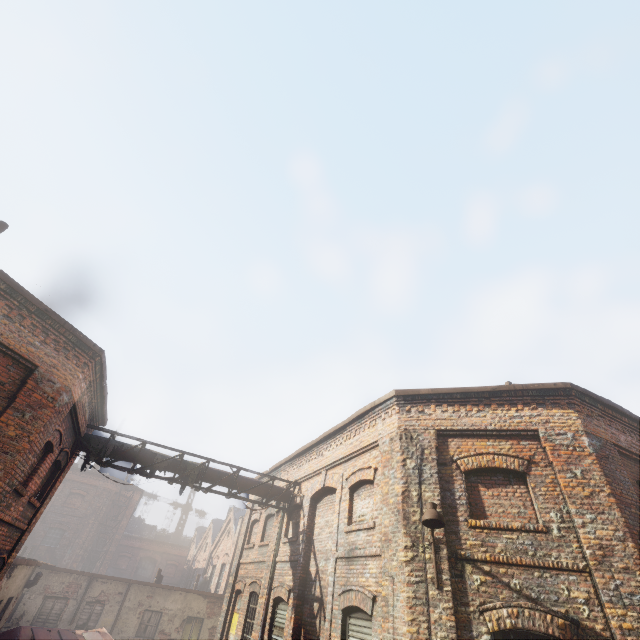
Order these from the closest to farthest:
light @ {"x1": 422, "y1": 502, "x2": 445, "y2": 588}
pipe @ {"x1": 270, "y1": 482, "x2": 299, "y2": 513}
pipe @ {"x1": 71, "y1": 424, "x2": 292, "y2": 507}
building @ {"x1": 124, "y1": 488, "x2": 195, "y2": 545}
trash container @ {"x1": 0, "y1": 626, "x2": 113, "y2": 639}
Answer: light @ {"x1": 422, "y1": 502, "x2": 445, "y2": 588} → pipe @ {"x1": 71, "y1": 424, "x2": 292, "y2": 507} → trash container @ {"x1": 0, "y1": 626, "x2": 113, "y2": 639} → pipe @ {"x1": 270, "y1": 482, "x2": 299, "y2": 513} → building @ {"x1": 124, "y1": 488, "x2": 195, "y2": 545}

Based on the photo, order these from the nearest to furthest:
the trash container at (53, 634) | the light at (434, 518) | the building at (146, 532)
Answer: the light at (434, 518) → the trash container at (53, 634) → the building at (146, 532)

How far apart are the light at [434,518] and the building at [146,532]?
51.9m

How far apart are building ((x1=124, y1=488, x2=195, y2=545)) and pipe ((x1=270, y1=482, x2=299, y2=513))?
43.2m

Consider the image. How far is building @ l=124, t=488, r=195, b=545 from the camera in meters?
43.8

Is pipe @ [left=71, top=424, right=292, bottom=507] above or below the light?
above

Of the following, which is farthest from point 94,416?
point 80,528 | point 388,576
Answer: point 80,528

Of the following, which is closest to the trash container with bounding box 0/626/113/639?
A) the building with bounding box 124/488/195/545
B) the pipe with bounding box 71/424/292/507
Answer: the pipe with bounding box 71/424/292/507
